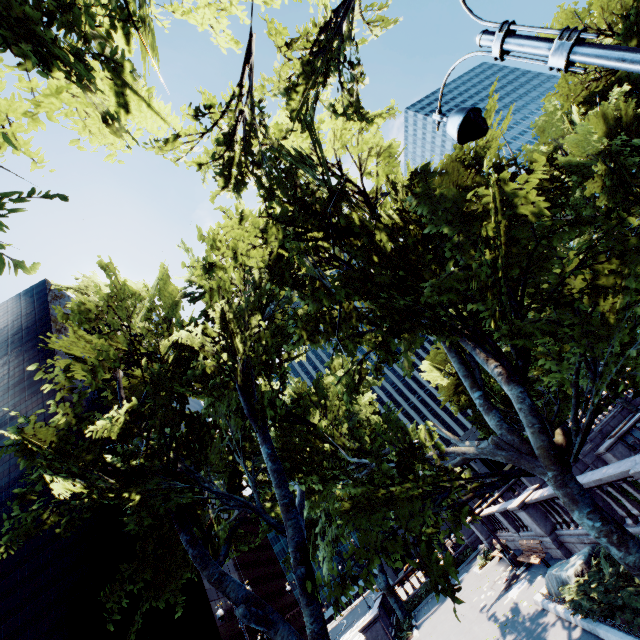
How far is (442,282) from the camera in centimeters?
968cm

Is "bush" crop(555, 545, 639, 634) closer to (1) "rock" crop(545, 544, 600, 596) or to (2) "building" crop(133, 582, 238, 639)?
(1) "rock" crop(545, 544, 600, 596)

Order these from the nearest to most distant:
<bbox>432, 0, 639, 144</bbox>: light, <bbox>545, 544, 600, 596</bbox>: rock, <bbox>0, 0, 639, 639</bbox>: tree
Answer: <bbox>432, 0, 639, 144</bbox>: light → <bbox>0, 0, 639, 639</bbox>: tree → <bbox>545, 544, 600, 596</bbox>: rock

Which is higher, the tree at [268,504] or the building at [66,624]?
the building at [66,624]

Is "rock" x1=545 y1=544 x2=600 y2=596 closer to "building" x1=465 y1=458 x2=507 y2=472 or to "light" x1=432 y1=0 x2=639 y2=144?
"light" x1=432 y1=0 x2=639 y2=144

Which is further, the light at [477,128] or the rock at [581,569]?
the rock at [581,569]

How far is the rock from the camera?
9.53m

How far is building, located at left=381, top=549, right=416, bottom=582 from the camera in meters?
52.2
